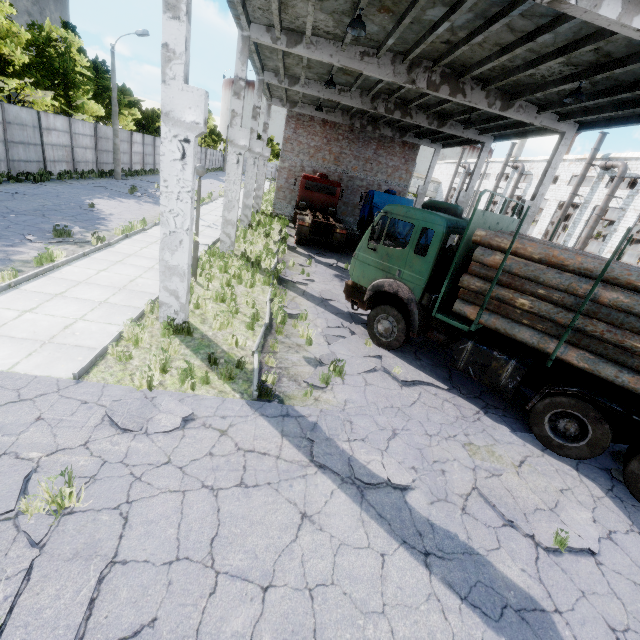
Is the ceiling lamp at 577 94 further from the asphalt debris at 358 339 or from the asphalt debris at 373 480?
the asphalt debris at 373 480

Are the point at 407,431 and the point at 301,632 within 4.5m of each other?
yes

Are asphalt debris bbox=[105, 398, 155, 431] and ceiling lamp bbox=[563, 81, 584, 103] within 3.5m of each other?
no

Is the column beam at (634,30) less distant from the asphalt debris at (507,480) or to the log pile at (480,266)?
the log pile at (480,266)

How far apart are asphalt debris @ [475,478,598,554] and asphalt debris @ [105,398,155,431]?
4.7m

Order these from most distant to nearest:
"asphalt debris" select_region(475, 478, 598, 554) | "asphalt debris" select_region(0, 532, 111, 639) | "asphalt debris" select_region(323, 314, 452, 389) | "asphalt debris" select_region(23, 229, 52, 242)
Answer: "asphalt debris" select_region(23, 229, 52, 242)
"asphalt debris" select_region(323, 314, 452, 389)
"asphalt debris" select_region(475, 478, 598, 554)
"asphalt debris" select_region(0, 532, 111, 639)

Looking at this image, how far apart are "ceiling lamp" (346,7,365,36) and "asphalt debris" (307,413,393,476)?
9.6m

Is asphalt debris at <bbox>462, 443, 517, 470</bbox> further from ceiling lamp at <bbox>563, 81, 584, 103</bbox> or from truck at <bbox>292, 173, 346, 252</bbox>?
ceiling lamp at <bbox>563, 81, 584, 103</bbox>
